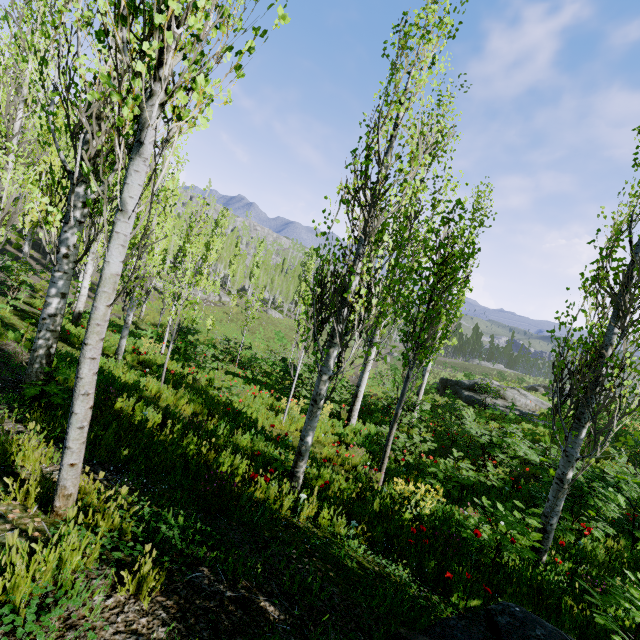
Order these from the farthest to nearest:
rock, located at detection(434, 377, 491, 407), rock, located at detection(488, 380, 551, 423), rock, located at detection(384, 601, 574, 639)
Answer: rock, located at detection(434, 377, 491, 407)
rock, located at detection(488, 380, 551, 423)
rock, located at detection(384, 601, 574, 639)

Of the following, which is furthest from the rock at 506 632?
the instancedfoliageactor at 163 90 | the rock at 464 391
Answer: the rock at 464 391

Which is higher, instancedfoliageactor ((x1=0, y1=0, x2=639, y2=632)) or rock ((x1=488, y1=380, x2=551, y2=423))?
instancedfoliageactor ((x1=0, y1=0, x2=639, y2=632))

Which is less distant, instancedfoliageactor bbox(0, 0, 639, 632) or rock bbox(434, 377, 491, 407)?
instancedfoliageactor bbox(0, 0, 639, 632)

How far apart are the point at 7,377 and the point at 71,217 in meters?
3.3

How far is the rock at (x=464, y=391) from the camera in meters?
22.1 m

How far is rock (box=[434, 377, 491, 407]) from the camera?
22.08m
